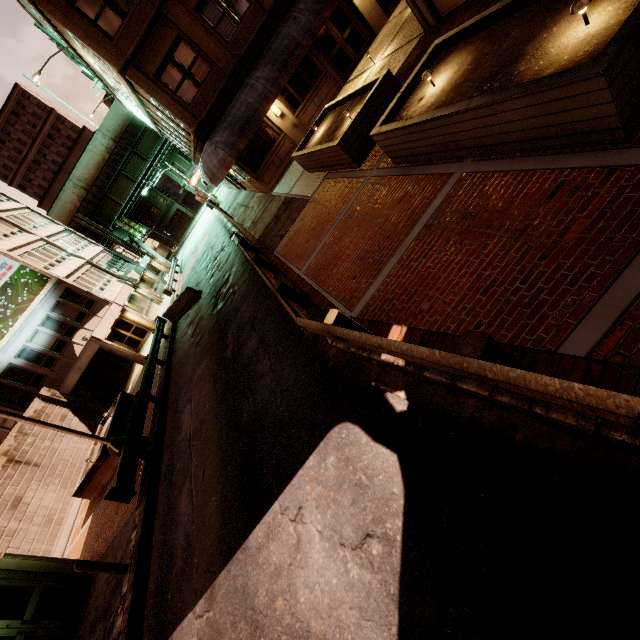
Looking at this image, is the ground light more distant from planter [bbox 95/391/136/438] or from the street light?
planter [bbox 95/391/136/438]

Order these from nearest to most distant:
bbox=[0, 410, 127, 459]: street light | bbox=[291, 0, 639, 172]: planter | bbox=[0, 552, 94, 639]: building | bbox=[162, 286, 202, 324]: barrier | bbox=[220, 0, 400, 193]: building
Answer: bbox=[291, 0, 639, 172]: planter < bbox=[0, 552, 94, 639]: building < bbox=[0, 410, 127, 459]: street light < bbox=[220, 0, 400, 193]: building < bbox=[162, 286, 202, 324]: barrier

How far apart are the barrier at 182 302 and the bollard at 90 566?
13.9 meters

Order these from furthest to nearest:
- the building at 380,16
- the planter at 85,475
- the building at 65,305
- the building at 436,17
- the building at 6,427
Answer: the building at 65,305 < the building at 6,427 < the building at 380,16 < the planter at 85,475 < the building at 436,17

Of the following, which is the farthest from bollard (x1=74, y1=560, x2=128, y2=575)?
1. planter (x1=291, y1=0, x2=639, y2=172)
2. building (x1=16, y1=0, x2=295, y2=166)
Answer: building (x1=16, y1=0, x2=295, y2=166)

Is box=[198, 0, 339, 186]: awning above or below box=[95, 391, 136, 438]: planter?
above

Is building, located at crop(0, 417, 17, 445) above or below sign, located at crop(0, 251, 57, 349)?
below

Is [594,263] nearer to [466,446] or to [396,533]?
[466,446]
